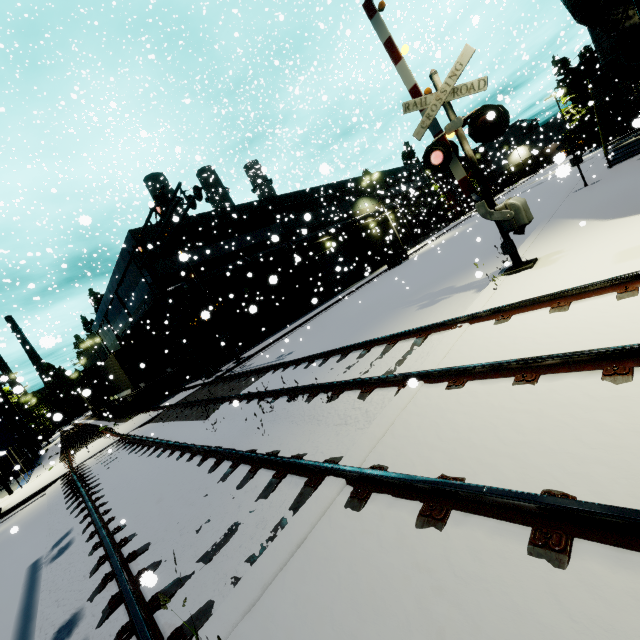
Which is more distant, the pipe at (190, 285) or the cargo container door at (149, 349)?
the pipe at (190, 285)

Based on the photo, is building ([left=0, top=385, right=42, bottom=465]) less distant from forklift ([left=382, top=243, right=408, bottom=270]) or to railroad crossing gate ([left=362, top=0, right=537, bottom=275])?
railroad crossing gate ([left=362, top=0, right=537, bottom=275])

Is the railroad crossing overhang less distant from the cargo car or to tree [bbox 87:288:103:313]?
the cargo car

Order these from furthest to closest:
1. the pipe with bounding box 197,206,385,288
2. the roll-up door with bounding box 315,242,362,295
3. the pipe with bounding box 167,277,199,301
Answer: the roll-up door with bounding box 315,242,362,295 → the pipe with bounding box 197,206,385,288 → the pipe with bounding box 167,277,199,301

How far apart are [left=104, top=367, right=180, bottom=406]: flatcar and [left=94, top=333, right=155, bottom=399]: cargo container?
0.0 meters

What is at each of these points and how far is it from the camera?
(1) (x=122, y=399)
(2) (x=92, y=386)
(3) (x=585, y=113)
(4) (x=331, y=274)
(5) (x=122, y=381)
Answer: (1) flatcar, 23.44m
(2) cargo car, 29.44m
(3) tree, 46.22m
(4) roll-up door, 32.75m
(5) cargo container, 20.81m

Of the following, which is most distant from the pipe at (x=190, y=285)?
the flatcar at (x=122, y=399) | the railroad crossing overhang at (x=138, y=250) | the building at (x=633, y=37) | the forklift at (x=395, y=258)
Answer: the forklift at (x=395, y=258)

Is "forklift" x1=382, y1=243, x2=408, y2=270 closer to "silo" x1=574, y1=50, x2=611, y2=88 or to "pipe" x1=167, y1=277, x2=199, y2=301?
"pipe" x1=167, y1=277, x2=199, y2=301
